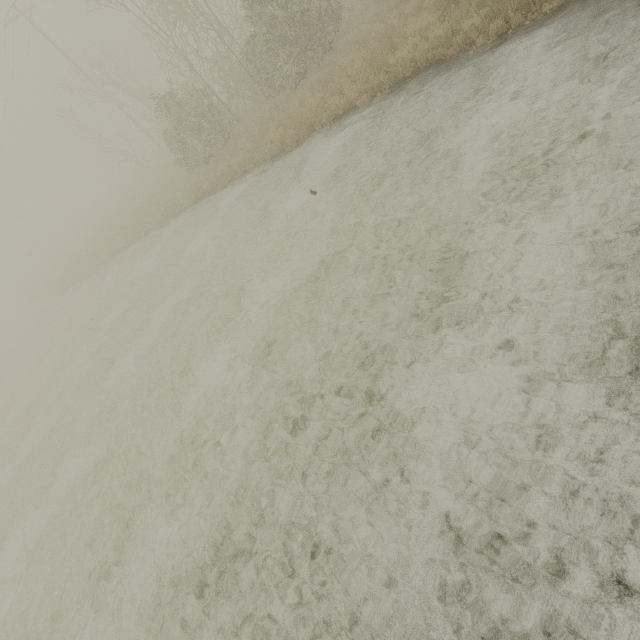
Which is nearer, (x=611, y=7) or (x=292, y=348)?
(x=611, y=7)
